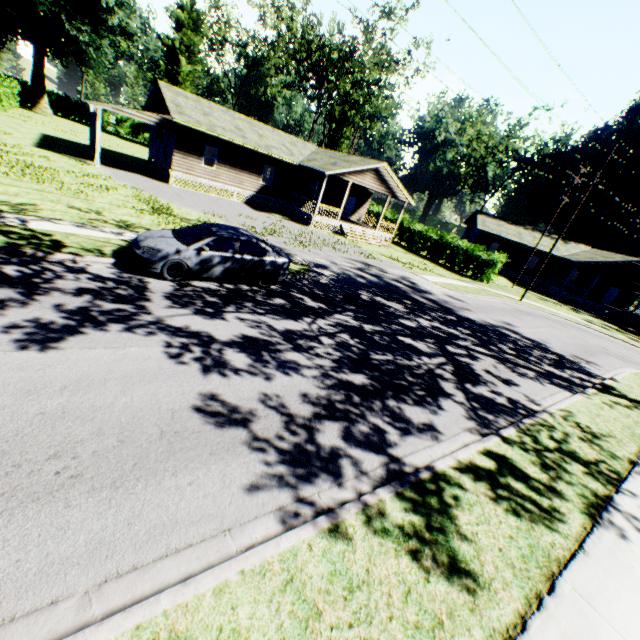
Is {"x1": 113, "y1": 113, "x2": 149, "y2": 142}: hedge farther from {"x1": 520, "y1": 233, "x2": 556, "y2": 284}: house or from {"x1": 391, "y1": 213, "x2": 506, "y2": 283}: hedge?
{"x1": 520, "y1": 233, "x2": 556, "y2": 284}: house

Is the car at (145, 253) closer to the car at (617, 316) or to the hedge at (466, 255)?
the hedge at (466, 255)

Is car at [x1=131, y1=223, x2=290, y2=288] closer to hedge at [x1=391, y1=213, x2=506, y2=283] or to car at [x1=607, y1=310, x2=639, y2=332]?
hedge at [x1=391, y1=213, x2=506, y2=283]

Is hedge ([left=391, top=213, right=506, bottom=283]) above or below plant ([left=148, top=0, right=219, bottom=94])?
below

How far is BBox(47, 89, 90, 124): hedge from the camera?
48.5 meters

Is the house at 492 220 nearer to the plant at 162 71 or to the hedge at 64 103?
the plant at 162 71

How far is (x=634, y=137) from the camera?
40.7m

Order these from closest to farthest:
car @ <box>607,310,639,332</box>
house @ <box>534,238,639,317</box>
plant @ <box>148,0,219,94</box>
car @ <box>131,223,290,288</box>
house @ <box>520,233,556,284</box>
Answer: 1. car @ <box>131,223,290,288</box>
2. car @ <box>607,310,639,332</box>
3. house @ <box>534,238,639,317</box>
4. house @ <box>520,233,556,284</box>
5. plant @ <box>148,0,219,94</box>
